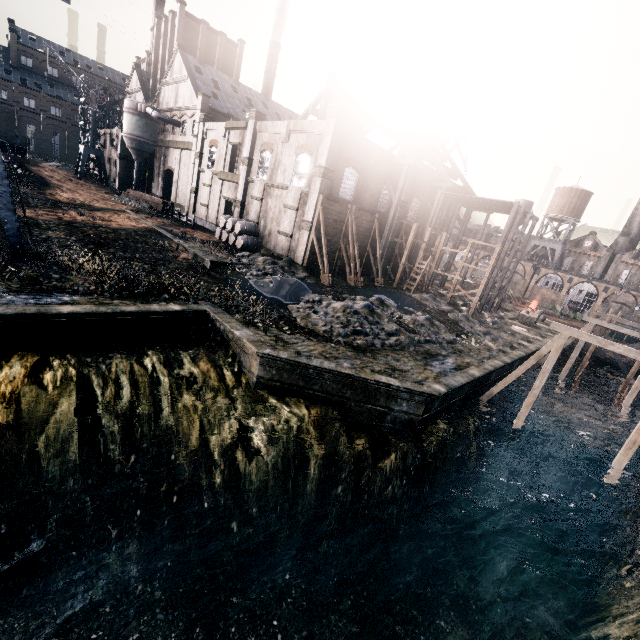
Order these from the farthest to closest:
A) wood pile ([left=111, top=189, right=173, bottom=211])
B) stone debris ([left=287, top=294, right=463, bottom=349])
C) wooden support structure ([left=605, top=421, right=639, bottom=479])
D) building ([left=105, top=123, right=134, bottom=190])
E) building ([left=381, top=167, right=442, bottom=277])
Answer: building ([left=105, top=123, right=134, bottom=190]), wood pile ([left=111, top=189, right=173, bottom=211]), building ([left=381, top=167, right=442, bottom=277]), stone debris ([left=287, top=294, right=463, bottom=349]), wooden support structure ([left=605, top=421, right=639, bottom=479])

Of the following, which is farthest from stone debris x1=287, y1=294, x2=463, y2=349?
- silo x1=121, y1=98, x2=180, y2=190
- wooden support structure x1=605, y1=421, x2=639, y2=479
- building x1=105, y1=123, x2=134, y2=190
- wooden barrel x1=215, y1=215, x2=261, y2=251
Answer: silo x1=121, y1=98, x2=180, y2=190

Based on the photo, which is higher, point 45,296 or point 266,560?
point 45,296

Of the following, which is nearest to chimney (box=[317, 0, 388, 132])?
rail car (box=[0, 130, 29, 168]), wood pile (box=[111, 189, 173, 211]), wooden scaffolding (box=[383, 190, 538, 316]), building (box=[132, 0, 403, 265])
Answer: wooden scaffolding (box=[383, 190, 538, 316])

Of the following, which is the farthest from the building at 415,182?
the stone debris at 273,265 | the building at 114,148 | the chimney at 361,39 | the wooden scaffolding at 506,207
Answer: the stone debris at 273,265

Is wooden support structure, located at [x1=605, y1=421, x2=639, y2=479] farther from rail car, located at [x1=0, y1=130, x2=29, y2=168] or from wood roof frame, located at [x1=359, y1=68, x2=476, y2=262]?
rail car, located at [x1=0, y1=130, x2=29, y2=168]

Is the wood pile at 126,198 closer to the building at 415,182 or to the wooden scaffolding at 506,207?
the wooden scaffolding at 506,207

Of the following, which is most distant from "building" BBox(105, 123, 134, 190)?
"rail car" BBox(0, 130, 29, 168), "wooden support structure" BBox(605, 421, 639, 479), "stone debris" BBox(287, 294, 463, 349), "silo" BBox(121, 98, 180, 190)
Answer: "wooden support structure" BBox(605, 421, 639, 479)
